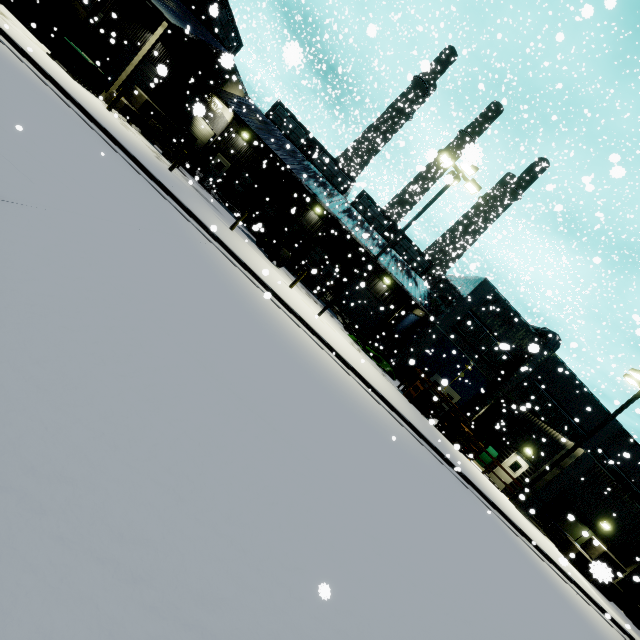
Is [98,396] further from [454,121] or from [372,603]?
[454,121]

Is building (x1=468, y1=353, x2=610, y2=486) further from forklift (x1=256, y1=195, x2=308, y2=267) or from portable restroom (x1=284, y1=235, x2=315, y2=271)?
forklift (x1=256, y1=195, x2=308, y2=267)

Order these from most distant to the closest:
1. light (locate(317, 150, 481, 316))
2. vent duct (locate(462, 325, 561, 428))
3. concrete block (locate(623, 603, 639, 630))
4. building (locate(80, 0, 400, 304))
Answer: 1. vent duct (locate(462, 325, 561, 428))
2. building (locate(80, 0, 400, 304))
3. concrete block (locate(623, 603, 639, 630))
4. light (locate(317, 150, 481, 316))

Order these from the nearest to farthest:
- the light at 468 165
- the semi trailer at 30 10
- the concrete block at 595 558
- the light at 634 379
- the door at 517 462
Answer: the concrete block at 595 558 < the light at 468 165 < the light at 634 379 < the semi trailer at 30 10 < the door at 517 462

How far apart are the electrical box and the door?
30.9m

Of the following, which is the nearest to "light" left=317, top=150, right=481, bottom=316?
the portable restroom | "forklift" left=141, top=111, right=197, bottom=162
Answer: the portable restroom

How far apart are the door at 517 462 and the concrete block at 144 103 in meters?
31.5 m

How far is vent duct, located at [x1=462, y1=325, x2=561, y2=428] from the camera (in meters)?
23.95
